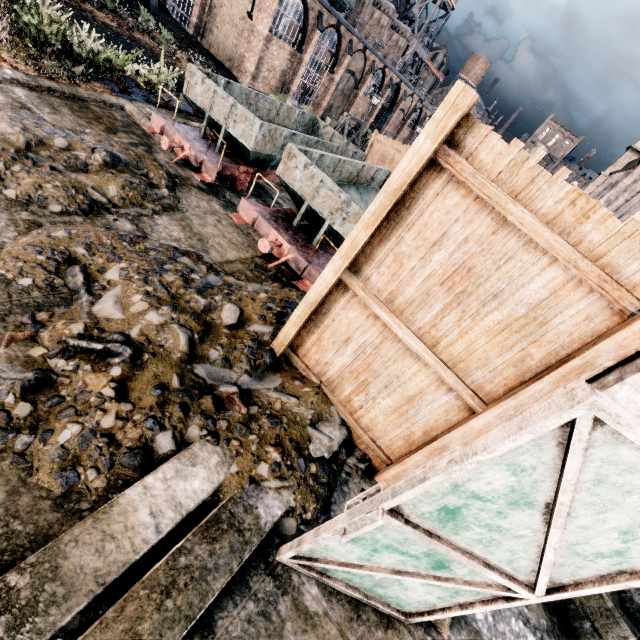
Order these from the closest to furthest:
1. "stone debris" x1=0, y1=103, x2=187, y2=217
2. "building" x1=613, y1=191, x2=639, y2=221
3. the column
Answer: the column
"stone debris" x1=0, y1=103, x2=187, y2=217
"building" x1=613, y1=191, x2=639, y2=221

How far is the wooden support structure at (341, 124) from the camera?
24.05m

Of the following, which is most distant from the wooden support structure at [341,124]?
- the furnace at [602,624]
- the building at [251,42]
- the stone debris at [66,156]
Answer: the furnace at [602,624]

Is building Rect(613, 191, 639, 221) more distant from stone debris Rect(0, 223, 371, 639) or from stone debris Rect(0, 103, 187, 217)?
stone debris Rect(0, 103, 187, 217)

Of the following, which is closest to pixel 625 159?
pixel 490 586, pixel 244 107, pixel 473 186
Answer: pixel 244 107

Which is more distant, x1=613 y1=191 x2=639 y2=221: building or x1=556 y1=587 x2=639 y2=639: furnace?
x1=613 y1=191 x2=639 y2=221: building

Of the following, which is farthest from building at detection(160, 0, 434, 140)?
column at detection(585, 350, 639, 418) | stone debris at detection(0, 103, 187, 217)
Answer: column at detection(585, 350, 639, 418)

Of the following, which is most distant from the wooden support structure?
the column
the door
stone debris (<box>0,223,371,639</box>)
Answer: the door
